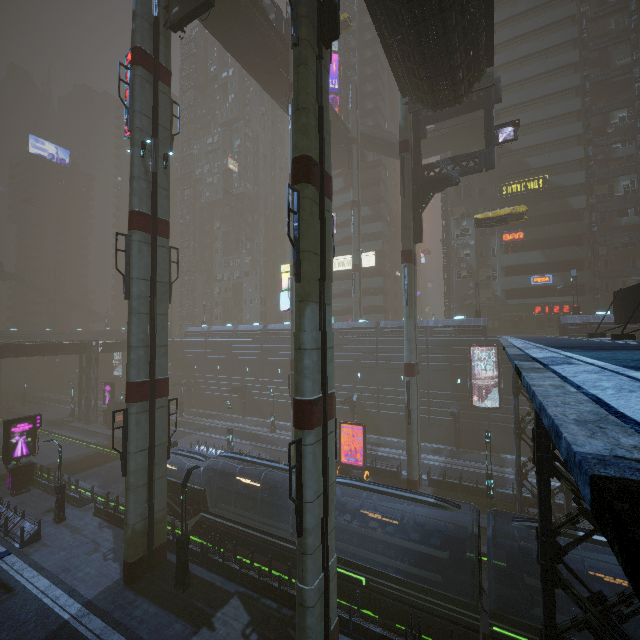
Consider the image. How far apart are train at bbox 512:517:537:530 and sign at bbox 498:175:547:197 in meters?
40.5

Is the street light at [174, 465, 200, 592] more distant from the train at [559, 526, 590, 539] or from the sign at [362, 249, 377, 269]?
the sign at [362, 249, 377, 269]

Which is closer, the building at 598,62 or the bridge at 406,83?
the bridge at 406,83

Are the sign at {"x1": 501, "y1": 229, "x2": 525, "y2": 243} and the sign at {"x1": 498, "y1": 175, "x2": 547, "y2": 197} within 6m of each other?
yes

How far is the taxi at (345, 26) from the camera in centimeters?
3650cm

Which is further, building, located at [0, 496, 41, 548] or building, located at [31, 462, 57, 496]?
building, located at [31, 462, 57, 496]

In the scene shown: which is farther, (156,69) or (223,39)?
(223,39)

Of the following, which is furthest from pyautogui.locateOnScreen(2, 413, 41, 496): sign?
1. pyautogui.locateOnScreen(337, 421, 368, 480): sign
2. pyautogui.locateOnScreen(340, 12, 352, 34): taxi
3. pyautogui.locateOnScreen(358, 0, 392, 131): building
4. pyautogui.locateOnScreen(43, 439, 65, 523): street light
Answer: pyautogui.locateOnScreen(340, 12, 352, 34): taxi
